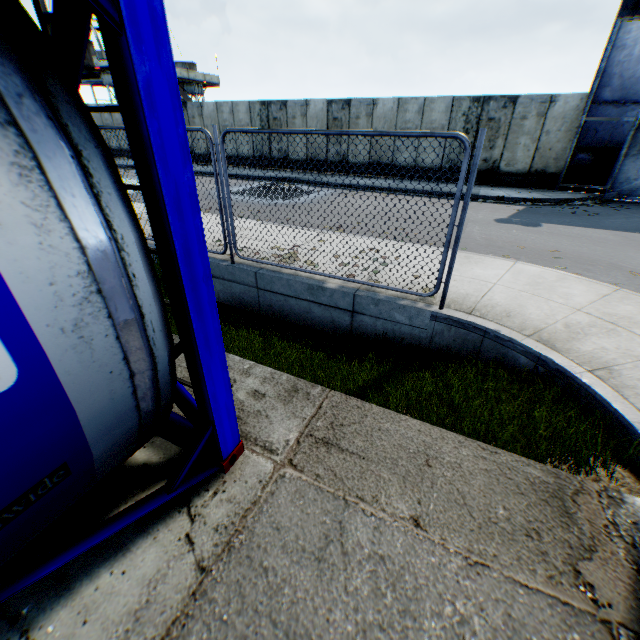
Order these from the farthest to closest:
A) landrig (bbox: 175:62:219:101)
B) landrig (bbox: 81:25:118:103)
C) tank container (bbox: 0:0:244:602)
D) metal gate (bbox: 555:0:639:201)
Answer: landrig (bbox: 175:62:219:101)
landrig (bbox: 81:25:118:103)
metal gate (bbox: 555:0:639:201)
tank container (bbox: 0:0:244:602)

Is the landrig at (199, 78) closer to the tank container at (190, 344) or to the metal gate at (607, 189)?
the metal gate at (607, 189)

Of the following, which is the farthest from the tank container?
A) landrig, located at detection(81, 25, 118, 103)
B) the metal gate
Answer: landrig, located at detection(81, 25, 118, 103)

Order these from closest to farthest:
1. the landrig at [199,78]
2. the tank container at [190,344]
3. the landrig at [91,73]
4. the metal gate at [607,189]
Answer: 1. the tank container at [190,344]
2. the metal gate at [607,189]
3. the landrig at [91,73]
4. the landrig at [199,78]

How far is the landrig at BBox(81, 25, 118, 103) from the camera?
27.0 meters

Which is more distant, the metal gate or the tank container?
the metal gate

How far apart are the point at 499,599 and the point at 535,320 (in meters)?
3.57

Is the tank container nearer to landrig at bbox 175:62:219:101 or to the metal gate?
the metal gate
